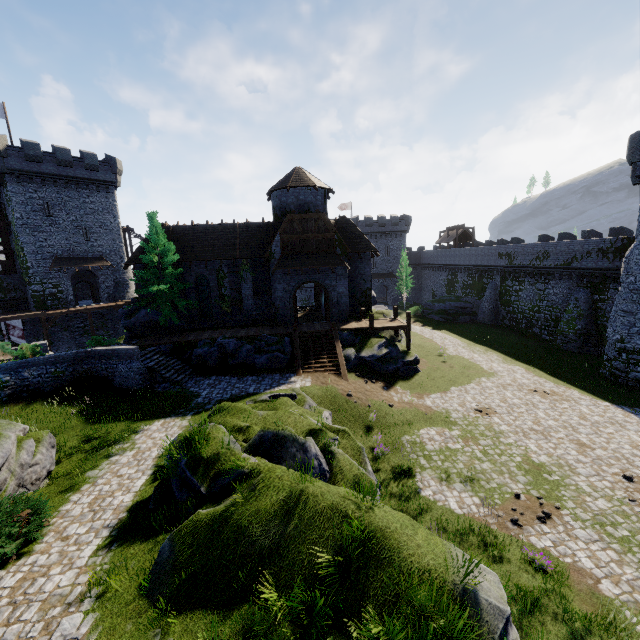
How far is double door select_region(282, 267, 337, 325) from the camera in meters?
26.4

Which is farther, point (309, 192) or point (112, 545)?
point (309, 192)

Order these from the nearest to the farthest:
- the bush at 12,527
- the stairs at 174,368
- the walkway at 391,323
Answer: the bush at 12,527 < the stairs at 174,368 < the walkway at 391,323

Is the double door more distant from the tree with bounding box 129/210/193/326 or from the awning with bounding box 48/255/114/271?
the awning with bounding box 48/255/114/271

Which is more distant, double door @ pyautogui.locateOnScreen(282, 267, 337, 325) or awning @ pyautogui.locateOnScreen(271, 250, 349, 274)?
double door @ pyautogui.locateOnScreen(282, 267, 337, 325)

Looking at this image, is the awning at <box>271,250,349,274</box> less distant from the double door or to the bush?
the double door

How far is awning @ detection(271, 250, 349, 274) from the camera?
25.6m

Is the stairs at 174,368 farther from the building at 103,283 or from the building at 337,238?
the building at 103,283
